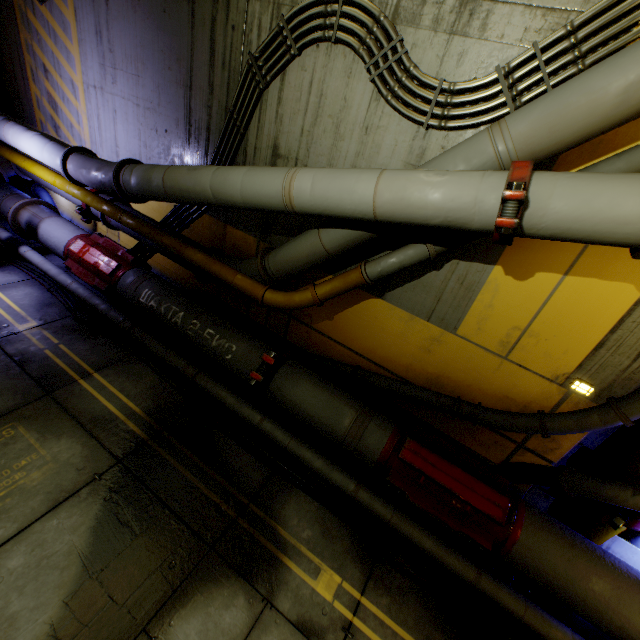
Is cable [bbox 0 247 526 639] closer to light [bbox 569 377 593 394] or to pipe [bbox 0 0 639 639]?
pipe [bbox 0 0 639 639]

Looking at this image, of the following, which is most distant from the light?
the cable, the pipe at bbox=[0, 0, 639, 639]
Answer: the cable

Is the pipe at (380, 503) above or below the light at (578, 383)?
below

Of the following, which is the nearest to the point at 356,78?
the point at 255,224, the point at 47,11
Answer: the point at 255,224

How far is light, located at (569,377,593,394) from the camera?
3.7 meters

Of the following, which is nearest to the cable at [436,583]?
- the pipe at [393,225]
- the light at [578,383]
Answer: the pipe at [393,225]
